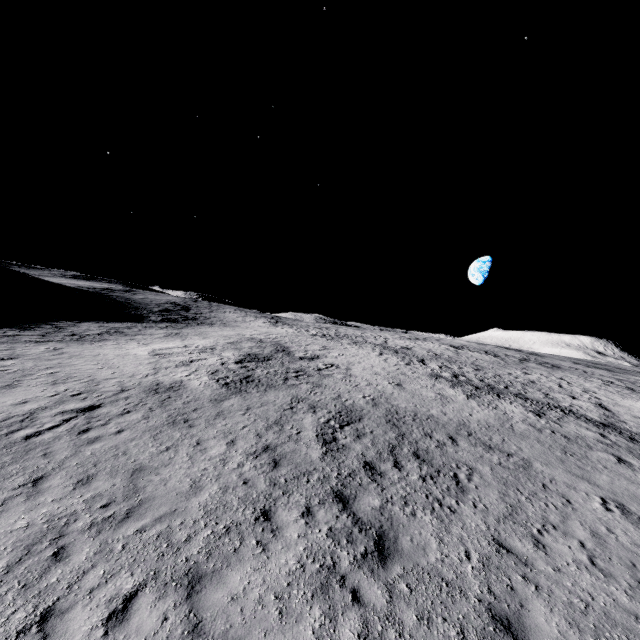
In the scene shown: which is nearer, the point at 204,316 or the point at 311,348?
the point at 311,348
